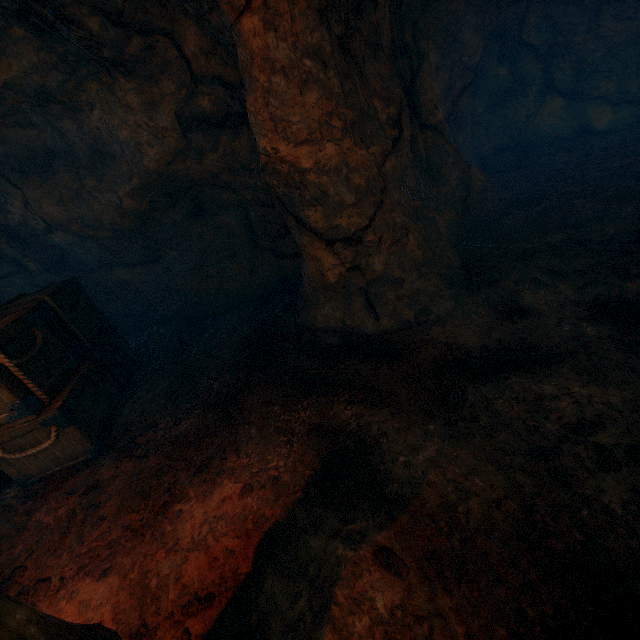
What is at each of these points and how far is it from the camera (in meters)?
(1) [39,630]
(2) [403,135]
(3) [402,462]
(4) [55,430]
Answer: (1) lantern, 1.17
(2) z, 4.10
(3) burlap sack, 2.53
(4) wooden box, 3.51

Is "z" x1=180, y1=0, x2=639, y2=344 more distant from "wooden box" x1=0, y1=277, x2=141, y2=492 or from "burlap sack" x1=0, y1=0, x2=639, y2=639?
"wooden box" x1=0, y1=277, x2=141, y2=492

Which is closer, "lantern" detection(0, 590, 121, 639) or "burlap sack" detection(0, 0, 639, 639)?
"lantern" detection(0, 590, 121, 639)

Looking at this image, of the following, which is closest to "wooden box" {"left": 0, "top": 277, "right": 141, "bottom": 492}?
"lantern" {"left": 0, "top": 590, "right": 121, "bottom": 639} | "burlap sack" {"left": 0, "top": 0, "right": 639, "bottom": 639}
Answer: "burlap sack" {"left": 0, "top": 0, "right": 639, "bottom": 639}

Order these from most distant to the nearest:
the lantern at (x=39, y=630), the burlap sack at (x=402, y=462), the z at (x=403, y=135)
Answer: the z at (x=403, y=135), the burlap sack at (x=402, y=462), the lantern at (x=39, y=630)

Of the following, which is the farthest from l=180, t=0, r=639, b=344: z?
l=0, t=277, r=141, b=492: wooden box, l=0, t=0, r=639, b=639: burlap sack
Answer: l=0, t=277, r=141, b=492: wooden box

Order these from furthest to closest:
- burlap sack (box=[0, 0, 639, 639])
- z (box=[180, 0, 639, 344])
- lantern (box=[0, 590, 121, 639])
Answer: z (box=[180, 0, 639, 344])
burlap sack (box=[0, 0, 639, 639])
lantern (box=[0, 590, 121, 639])

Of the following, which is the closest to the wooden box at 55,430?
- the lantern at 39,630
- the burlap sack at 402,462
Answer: the burlap sack at 402,462
